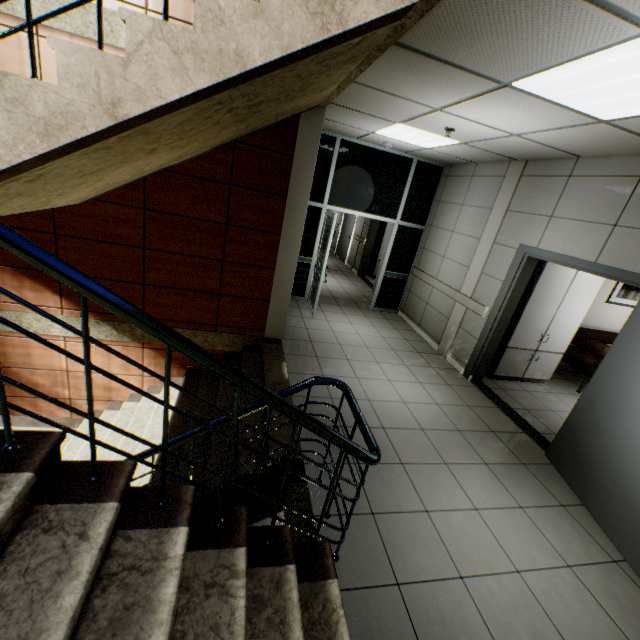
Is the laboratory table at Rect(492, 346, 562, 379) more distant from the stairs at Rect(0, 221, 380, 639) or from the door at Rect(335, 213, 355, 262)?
the door at Rect(335, 213, 355, 262)

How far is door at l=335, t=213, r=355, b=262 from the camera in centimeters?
1174cm

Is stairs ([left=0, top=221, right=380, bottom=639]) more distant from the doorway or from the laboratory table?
the laboratory table

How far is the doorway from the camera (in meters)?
6.06

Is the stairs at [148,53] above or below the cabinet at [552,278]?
above

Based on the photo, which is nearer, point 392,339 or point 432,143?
point 432,143

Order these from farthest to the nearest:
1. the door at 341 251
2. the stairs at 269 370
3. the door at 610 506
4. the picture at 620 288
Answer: the door at 341 251 < the picture at 620 288 < the door at 610 506 < the stairs at 269 370

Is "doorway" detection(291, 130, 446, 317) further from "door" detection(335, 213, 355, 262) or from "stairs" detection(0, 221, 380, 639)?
"door" detection(335, 213, 355, 262)
